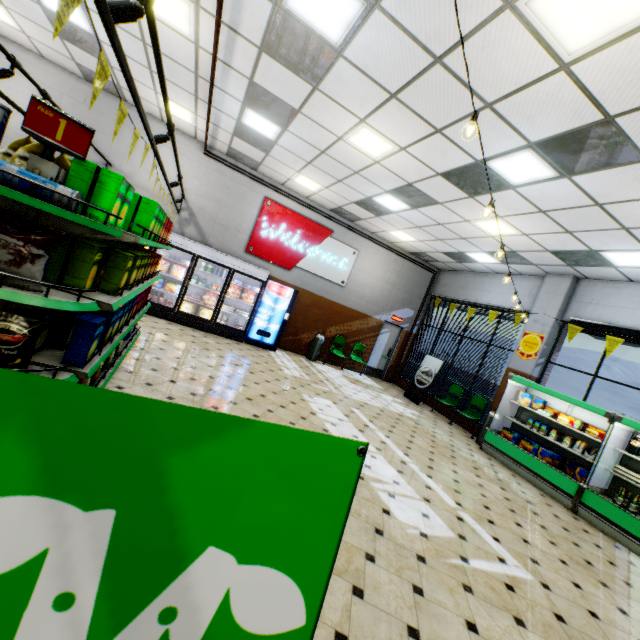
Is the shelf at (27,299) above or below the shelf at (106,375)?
above

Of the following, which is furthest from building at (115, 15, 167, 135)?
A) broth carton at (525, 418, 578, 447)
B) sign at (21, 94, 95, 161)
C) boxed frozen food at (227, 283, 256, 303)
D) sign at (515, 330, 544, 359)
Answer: sign at (21, 94, 95, 161)

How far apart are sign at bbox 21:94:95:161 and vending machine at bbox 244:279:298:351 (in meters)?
7.41

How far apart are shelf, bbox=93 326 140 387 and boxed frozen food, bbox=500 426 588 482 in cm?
854

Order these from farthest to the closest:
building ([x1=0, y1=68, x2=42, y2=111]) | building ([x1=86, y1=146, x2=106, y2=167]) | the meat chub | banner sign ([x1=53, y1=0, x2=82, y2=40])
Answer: building ([x1=86, y1=146, x2=106, y2=167]), building ([x1=0, y1=68, x2=42, y2=111]), the meat chub, banner sign ([x1=53, y1=0, x2=82, y2=40])

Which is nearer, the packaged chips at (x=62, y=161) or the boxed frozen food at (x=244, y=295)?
the packaged chips at (x=62, y=161)

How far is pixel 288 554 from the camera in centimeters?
73cm

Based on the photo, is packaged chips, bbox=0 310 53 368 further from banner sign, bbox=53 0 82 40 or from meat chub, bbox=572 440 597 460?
meat chub, bbox=572 440 597 460
